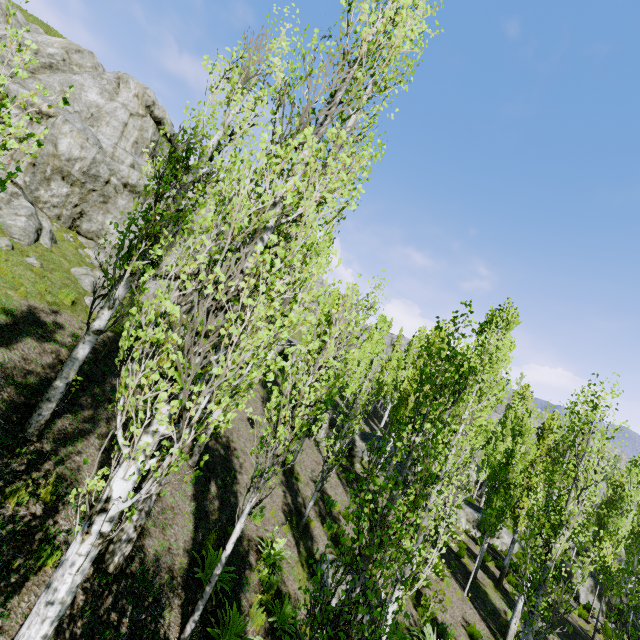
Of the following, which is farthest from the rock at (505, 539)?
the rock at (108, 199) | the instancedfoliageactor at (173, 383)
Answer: the rock at (108, 199)

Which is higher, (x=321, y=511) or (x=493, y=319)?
(x=493, y=319)

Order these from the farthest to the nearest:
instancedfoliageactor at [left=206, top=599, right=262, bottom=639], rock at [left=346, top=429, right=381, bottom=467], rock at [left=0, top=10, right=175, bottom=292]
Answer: rock at [left=346, top=429, right=381, bottom=467] < rock at [left=0, top=10, right=175, bottom=292] < instancedfoliageactor at [left=206, top=599, right=262, bottom=639]

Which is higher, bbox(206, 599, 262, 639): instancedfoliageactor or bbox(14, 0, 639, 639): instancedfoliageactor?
bbox(14, 0, 639, 639): instancedfoliageactor

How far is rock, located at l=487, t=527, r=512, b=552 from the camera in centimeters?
2181cm

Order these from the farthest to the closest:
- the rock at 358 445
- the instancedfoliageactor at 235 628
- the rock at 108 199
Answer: the rock at 358 445
the rock at 108 199
the instancedfoliageactor at 235 628

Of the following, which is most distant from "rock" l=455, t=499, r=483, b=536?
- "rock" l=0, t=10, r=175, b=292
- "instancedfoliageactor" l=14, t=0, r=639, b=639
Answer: "rock" l=0, t=10, r=175, b=292
